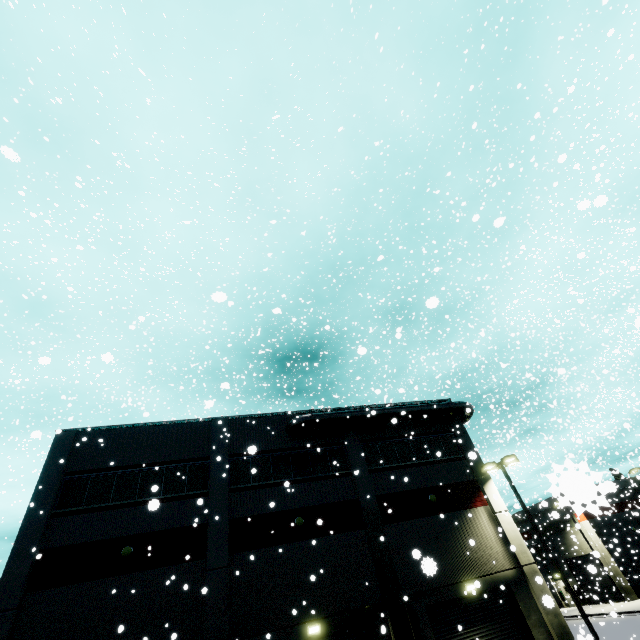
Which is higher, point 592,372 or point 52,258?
point 52,258

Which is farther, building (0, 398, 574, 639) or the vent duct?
the vent duct

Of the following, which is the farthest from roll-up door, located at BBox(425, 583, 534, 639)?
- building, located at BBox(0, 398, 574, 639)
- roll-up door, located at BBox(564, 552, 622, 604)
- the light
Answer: roll-up door, located at BBox(564, 552, 622, 604)

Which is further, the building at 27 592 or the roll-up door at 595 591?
the roll-up door at 595 591

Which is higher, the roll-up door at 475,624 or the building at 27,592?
the building at 27,592

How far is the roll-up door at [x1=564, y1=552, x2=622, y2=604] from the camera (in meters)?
31.84

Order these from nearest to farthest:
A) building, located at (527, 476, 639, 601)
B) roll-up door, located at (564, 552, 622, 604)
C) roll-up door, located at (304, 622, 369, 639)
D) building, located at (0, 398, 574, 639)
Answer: building, located at (527, 476, 639, 601), building, located at (0, 398, 574, 639), roll-up door, located at (304, 622, 369, 639), roll-up door, located at (564, 552, 622, 604)

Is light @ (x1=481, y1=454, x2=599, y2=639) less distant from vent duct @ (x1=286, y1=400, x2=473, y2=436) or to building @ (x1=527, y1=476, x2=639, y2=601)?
building @ (x1=527, y1=476, x2=639, y2=601)
